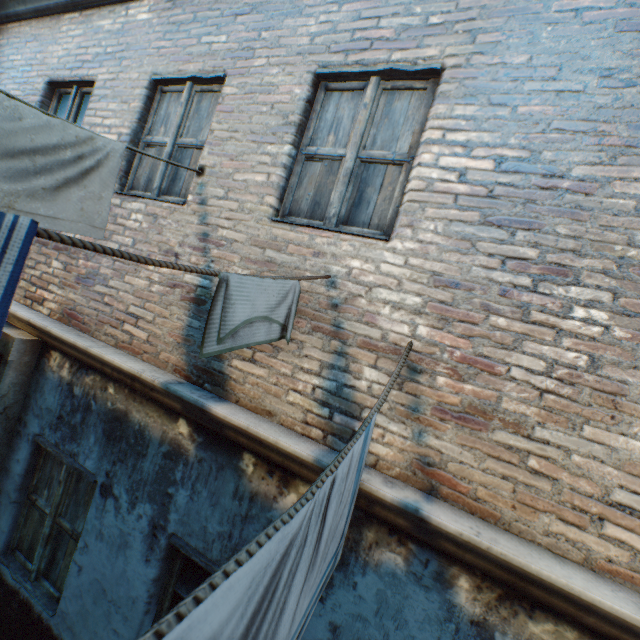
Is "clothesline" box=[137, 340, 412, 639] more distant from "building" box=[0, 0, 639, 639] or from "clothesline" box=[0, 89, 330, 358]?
"clothesline" box=[0, 89, 330, 358]

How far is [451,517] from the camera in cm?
174

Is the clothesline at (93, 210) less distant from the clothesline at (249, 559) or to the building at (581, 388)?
the building at (581, 388)

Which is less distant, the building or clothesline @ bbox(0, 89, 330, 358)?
clothesline @ bbox(0, 89, 330, 358)

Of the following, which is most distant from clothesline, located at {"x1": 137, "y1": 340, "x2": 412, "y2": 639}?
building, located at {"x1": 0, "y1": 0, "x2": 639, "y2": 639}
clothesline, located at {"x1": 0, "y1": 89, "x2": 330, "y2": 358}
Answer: clothesline, located at {"x1": 0, "y1": 89, "x2": 330, "y2": 358}

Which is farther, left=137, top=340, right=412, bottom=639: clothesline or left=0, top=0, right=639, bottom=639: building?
left=0, top=0, right=639, bottom=639: building

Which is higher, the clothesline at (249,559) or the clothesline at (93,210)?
the clothesline at (93,210)
